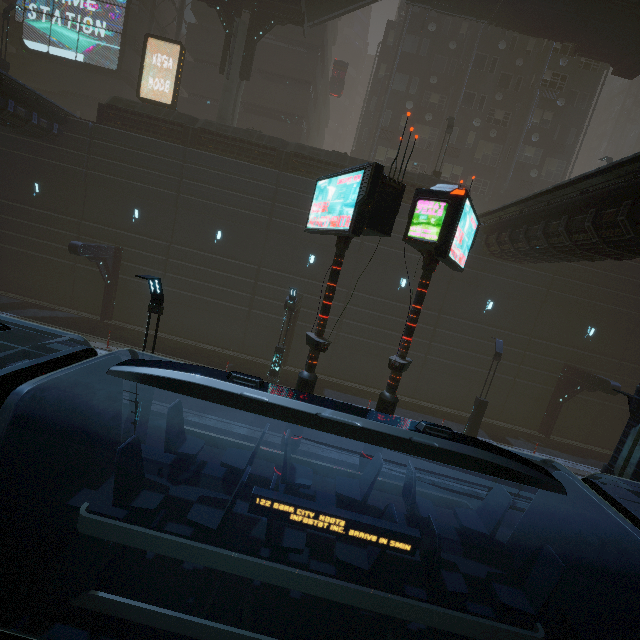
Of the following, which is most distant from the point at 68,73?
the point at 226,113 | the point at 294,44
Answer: the point at 294,44

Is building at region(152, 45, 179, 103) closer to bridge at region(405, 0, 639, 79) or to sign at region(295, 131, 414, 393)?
sign at region(295, 131, 414, 393)

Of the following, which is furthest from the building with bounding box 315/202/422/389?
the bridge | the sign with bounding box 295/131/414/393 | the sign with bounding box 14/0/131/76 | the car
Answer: the bridge

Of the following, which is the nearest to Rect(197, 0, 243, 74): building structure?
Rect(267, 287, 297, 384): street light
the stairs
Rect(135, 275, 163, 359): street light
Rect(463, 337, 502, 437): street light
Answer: the stairs

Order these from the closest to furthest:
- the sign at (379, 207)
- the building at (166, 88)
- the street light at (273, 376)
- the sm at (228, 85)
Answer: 1. the sign at (379, 207)
2. the street light at (273, 376)
3. the sm at (228, 85)
4. the building at (166, 88)

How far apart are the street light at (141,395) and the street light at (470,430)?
14.6 meters

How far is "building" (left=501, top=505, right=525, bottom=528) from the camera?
10.9m
